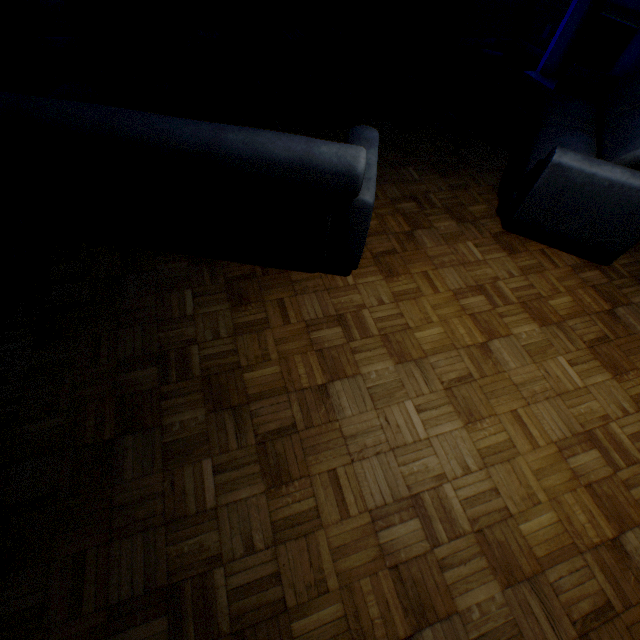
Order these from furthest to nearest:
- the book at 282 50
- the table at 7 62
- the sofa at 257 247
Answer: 1. the book at 282 50
2. the table at 7 62
3. the sofa at 257 247

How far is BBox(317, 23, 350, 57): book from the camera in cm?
514

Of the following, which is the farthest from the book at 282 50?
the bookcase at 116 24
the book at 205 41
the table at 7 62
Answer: the table at 7 62

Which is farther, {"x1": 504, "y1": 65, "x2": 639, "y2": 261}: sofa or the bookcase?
the bookcase

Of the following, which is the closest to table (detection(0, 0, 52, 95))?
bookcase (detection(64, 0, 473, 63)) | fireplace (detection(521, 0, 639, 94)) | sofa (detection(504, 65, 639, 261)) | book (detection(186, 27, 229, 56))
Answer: bookcase (detection(64, 0, 473, 63))

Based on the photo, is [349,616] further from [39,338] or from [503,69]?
[503,69]

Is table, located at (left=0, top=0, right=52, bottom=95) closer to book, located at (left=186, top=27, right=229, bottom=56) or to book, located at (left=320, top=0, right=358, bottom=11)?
book, located at (left=186, top=27, right=229, bottom=56)

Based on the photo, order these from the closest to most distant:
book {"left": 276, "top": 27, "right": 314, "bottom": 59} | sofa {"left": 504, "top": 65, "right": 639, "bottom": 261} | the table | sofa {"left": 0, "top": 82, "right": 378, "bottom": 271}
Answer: sofa {"left": 0, "top": 82, "right": 378, "bottom": 271} < sofa {"left": 504, "top": 65, "right": 639, "bottom": 261} < the table < book {"left": 276, "top": 27, "right": 314, "bottom": 59}
